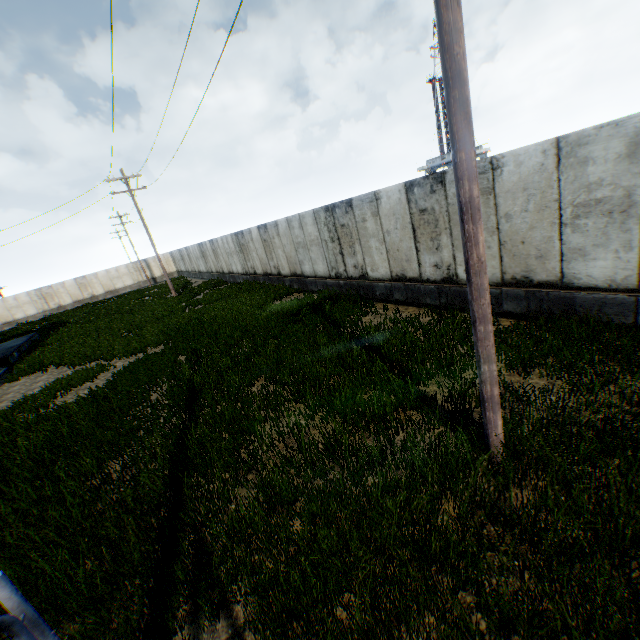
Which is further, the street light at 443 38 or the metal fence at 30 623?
the street light at 443 38

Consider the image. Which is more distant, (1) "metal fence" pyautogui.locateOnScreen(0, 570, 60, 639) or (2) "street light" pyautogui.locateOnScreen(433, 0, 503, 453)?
(2) "street light" pyautogui.locateOnScreen(433, 0, 503, 453)

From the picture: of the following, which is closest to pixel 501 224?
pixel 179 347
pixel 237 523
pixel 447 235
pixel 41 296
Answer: pixel 447 235
